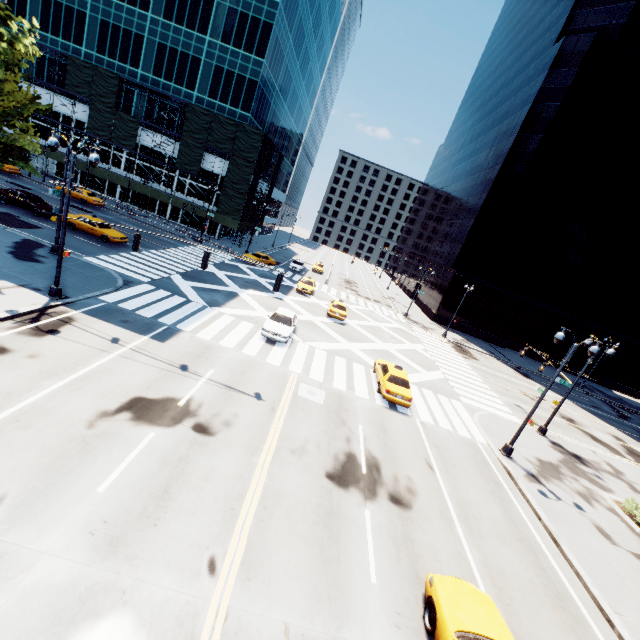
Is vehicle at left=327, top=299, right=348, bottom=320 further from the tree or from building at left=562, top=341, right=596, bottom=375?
the tree

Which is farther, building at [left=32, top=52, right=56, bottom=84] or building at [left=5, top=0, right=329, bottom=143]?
building at [left=32, top=52, right=56, bottom=84]

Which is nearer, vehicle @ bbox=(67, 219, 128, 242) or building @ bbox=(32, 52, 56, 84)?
vehicle @ bbox=(67, 219, 128, 242)

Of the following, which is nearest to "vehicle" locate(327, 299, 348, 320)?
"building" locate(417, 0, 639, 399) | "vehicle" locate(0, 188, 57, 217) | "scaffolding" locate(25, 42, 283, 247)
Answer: "scaffolding" locate(25, 42, 283, 247)

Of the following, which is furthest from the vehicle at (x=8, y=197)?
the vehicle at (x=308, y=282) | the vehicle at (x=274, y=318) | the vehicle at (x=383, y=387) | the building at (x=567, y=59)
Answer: the building at (x=567, y=59)

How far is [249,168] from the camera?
42.25m

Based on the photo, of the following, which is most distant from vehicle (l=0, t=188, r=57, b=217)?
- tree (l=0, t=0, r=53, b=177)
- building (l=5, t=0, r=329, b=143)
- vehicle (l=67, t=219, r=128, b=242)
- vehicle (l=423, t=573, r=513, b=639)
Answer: vehicle (l=423, t=573, r=513, b=639)

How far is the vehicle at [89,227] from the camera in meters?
27.2 m
